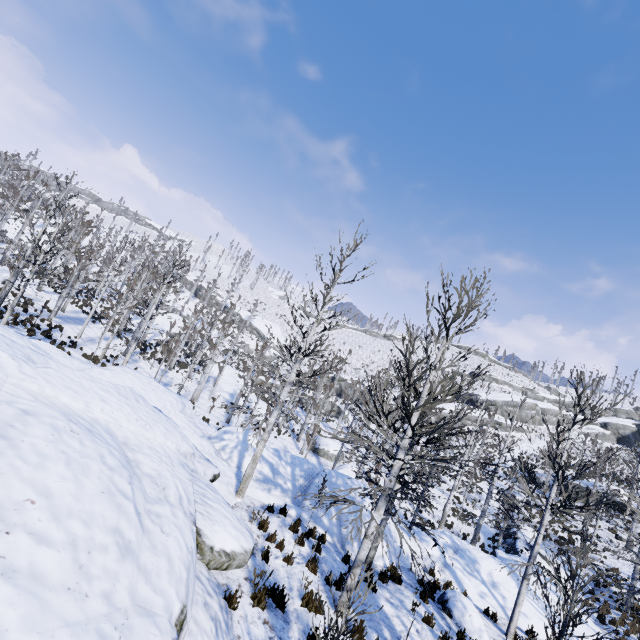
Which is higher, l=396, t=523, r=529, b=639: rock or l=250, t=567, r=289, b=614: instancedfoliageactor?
l=250, t=567, r=289, b=614: instancedfoliageactor

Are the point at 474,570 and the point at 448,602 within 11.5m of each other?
yes

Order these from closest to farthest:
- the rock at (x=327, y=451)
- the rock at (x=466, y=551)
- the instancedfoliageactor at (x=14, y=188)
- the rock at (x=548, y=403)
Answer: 1. the rock at (x=466, y=551)
2. the instancedfoliageactor at (x=14, y=188)
3. the rock at (x=327, y=451)
4. the rock at (x=548, y=403)

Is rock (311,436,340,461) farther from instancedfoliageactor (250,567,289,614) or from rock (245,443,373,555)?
rock (245,443,373,555)

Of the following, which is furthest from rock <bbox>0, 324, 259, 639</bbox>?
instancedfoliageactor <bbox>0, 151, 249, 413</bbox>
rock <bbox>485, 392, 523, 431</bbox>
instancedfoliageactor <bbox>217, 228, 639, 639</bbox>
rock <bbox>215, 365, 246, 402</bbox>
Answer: rock <bbox>485, 392, 523, 431</bbox>

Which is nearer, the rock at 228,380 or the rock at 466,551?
the rock at 466,551

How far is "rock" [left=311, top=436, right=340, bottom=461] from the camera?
30.4m

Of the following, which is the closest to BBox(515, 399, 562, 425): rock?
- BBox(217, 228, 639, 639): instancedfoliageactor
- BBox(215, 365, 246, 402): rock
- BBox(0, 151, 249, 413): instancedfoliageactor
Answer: BBox(217, 228, 639, 639): instancedfoliageactor
